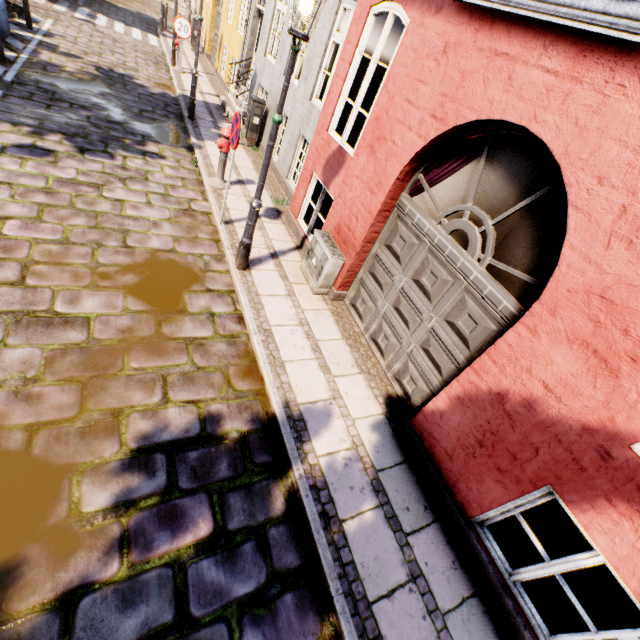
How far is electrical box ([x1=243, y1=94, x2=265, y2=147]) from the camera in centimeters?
896cm

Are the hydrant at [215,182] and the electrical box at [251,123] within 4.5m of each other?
yes

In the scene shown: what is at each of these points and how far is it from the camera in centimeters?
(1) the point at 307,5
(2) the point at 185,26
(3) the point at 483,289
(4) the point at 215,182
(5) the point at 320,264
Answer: (1) street light, 326cm
(2) sign, 1008cm
(3) building, 350cm
(4) hydrant, 714cm
(5) electrical box, 544cm

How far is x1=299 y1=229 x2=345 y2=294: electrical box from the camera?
5.29m

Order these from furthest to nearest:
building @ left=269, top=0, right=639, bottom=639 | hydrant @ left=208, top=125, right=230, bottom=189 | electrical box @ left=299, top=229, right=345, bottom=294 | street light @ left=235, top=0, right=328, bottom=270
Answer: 1. hydrant @ left=208, top=125, right=230, bottom=189
2. electrical box @ left=299, top=229, right=345, bottom=294
3. street light @ left=235, top=0, right=328, bottom=270
4. building @ left=269, top=0, right=639, bottom=639

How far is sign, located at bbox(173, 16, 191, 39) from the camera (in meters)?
9.93

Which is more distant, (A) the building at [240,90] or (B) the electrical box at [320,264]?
(A) the building at [240,90]

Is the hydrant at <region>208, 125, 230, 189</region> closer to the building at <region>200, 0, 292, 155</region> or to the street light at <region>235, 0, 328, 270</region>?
the street light at <region>235, 0, 328, 270</region>
